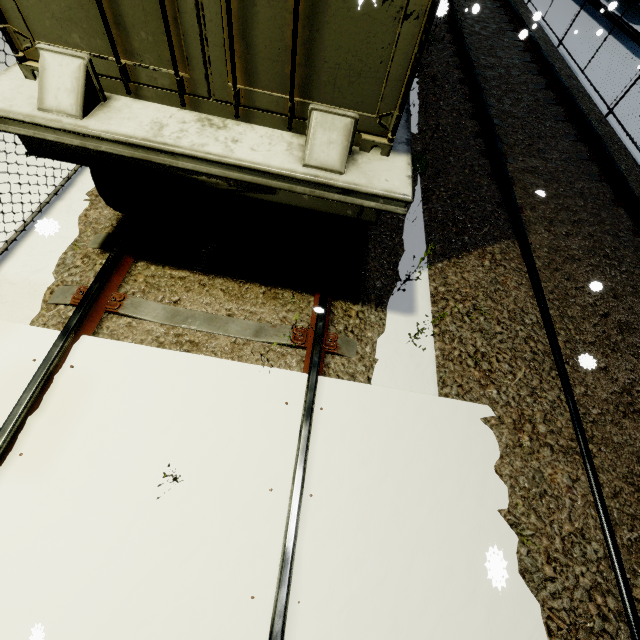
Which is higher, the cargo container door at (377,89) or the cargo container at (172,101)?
the cargo container door at (377,89)

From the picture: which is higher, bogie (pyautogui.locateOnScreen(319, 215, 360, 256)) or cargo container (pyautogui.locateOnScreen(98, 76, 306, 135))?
cargo container (pyautogui.locateOnScreen(98, 76, 306, 135))

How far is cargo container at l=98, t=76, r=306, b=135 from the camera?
2.17m

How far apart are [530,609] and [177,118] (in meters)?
4.13

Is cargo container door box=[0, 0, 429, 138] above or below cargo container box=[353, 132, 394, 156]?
above

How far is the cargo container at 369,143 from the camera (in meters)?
2.19

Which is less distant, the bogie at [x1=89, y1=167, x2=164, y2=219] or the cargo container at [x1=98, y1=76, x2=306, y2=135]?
the cargo container at [x1=98, y1=76, x2=306, y2=135]
